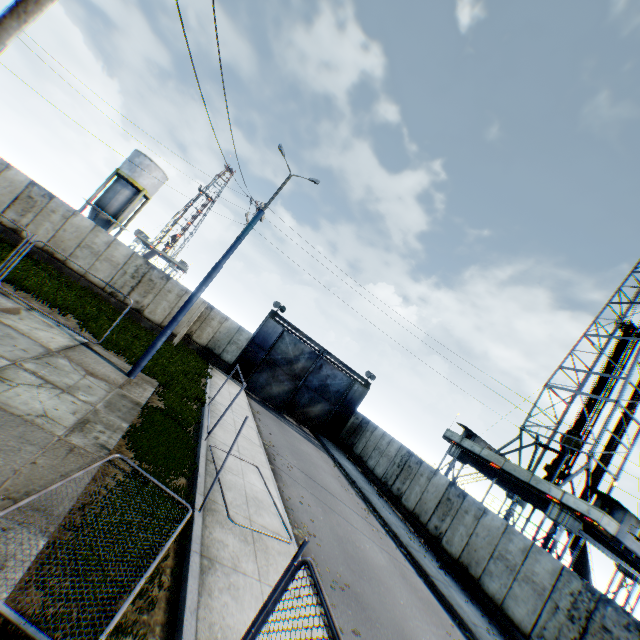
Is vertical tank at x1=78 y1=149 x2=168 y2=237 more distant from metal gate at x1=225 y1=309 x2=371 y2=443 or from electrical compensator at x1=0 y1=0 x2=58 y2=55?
electrical compensator at x1=0 y1=0 x2=58 y2=55

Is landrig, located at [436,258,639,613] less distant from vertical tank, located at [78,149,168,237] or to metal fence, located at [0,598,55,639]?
metal fence, located at [0,598,55,639]

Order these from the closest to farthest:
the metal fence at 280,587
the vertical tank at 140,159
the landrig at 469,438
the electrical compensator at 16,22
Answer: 1. the electrical compensator at 16,22
2. the metal fence at 280,587
3. the landrig at 469,438
4. the vertical tank at 140,159

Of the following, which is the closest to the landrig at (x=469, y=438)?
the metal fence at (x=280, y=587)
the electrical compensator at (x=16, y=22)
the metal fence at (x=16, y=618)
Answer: the metal fence at (x=16, y=618)

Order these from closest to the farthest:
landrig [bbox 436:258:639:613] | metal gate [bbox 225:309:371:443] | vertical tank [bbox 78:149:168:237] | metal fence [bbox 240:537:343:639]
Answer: metal fence [bbox 240:537:343:639]
landrig [bbox 436:258:639:613]
metal gate [bbox 225:309:371:443]
vertical tank [bbox 78:149:168:237]

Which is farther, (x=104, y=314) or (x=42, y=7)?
(x=104, y=314)

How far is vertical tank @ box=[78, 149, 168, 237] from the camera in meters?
34.0 m

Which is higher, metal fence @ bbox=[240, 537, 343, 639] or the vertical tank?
the vertical tank
